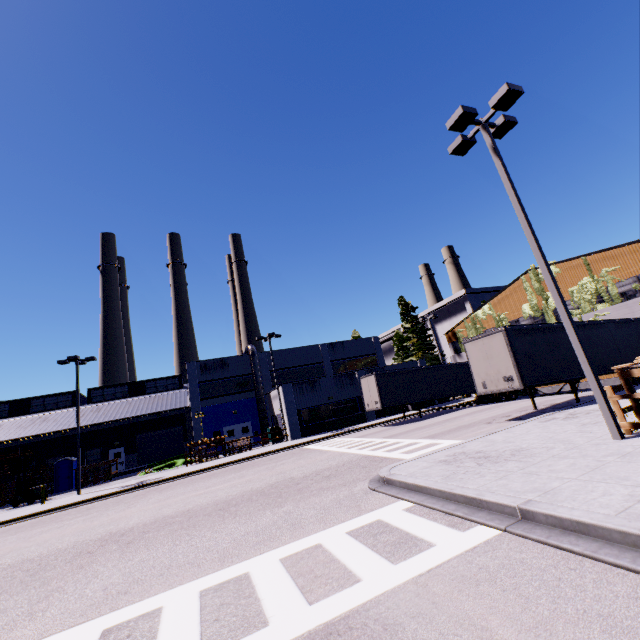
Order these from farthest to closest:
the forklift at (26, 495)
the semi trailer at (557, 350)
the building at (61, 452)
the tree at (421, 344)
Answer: the tree at (421, 344)
the building at (61, 452)
the forklift at (26, 495)
the semi trailer at (557, 350)

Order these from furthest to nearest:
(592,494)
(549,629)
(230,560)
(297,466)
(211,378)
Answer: (211,378) → (297,466) → (230,560) → (592,494) → (549,629)

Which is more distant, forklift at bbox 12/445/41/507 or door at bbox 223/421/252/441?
door at bbox 223/421/252/441

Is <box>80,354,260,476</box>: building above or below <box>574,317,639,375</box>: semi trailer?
above

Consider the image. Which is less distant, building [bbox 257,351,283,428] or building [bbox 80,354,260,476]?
building [bbox 257,351,283,428]

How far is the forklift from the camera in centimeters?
2497cm

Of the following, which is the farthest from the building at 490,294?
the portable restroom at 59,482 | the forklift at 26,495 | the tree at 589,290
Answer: the forklift at 26,495

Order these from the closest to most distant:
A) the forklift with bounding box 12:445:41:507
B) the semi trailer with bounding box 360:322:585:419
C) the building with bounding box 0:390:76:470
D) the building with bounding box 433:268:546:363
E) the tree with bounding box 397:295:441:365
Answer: the semi trailer with bounding box 360:322:585:419 → the forklift with bounding box 12:445:41:507 → the building with bounding box 433:268:546:363 → the building with bounding box 0:390:76:470 → the tree with bounding box 397:295:441:365
